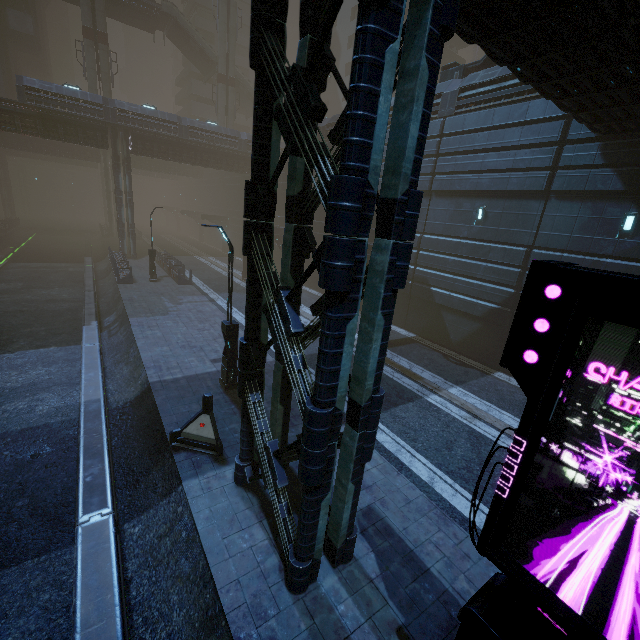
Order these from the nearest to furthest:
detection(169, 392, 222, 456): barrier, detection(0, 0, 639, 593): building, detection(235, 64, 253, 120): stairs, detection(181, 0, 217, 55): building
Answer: detection(0, 0, 639, 593): building, detection(169, 392, 222, 456): barrier, detection(235, 64, 253, 120): stairs, detection(181, 0, 217, 55): building

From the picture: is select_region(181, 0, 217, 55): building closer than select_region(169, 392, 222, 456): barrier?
No

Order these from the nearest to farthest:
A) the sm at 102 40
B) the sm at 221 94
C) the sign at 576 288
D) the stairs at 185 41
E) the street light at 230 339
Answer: the sign at 576 288, the street light at 230 339, the sm at 102 40, the stairs at 185 41, the sm at 221 94

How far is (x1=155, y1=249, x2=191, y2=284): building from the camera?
25.09m

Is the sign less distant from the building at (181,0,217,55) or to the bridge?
the bridge

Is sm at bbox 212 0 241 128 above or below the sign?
above

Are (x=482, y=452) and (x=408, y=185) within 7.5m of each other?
no

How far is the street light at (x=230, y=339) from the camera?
10.10m
